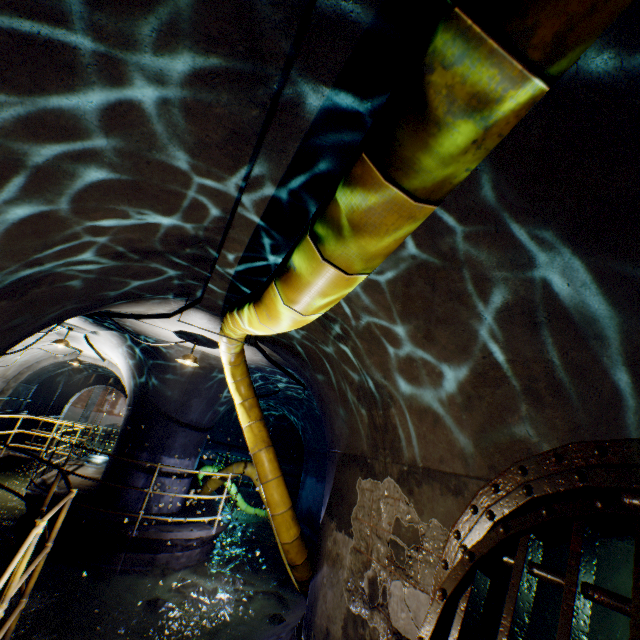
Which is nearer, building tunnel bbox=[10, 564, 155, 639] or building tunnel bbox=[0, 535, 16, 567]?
building tunnel bbox=[10, 564, 155, 639]

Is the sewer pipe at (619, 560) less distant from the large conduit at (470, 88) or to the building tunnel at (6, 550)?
the building tunnel at (6, 550)

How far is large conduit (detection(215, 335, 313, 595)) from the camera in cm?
531

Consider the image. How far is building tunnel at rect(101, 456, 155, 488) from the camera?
7.82m

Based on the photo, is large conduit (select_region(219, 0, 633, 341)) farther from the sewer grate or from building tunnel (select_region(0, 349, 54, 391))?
the sewer grate

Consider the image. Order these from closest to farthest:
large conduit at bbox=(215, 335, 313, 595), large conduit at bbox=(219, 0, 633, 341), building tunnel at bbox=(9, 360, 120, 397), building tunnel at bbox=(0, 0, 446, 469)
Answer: large conduit at bbox=(219, 0, 633, 341)
building tunnel at bbox=(0, 0, 446, 469)
large conduit at bbox=(215, 335, 313, 595)
building tunnel at bbox=(9, 360, 120, 397)

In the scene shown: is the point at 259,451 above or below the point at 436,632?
above

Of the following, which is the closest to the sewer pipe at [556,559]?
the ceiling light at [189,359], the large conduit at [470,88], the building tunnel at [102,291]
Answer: the building tunnel at [102,291]
